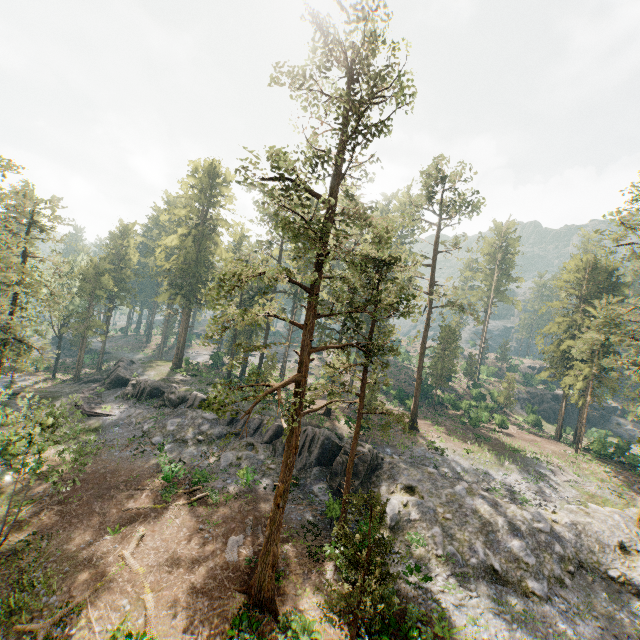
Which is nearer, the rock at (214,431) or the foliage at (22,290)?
the foliage at (22,290)

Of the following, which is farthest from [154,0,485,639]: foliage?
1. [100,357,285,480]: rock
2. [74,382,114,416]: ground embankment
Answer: [74,382,114,416]: ground embankment

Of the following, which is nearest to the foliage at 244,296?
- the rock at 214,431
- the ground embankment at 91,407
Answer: the rock at 214,431

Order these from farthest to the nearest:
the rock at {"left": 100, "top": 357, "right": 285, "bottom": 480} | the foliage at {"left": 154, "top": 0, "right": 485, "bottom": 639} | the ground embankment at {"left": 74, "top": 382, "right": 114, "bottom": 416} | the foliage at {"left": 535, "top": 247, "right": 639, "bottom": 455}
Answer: the ground embankment at {"left": 74, "top": 382, "right": 114, "bottom": 416} → the foliage at {"left": 535, "top": 247, "right": 639, "bottom": 455} → the rock at {"left": 100, "top": 357, "right": 285, "bottom": 480} → the foliage at {"left": 154, "top": 0, "right": 485, "bottom": 639}

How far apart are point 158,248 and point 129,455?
28.14m

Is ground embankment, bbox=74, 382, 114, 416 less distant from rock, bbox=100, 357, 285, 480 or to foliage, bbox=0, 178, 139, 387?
rock, bbox=100, 357, 285, 480
